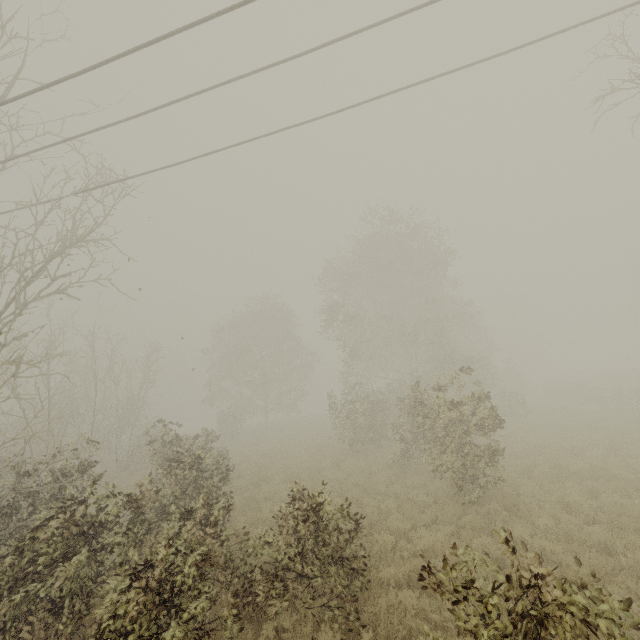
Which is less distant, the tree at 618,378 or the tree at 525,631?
the tree at 525,631

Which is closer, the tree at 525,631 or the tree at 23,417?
the tree at 525,631

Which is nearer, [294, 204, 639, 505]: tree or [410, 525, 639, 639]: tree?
[410, 525, 639, 639]: tree

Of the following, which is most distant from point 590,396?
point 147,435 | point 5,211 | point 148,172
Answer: point 5,211

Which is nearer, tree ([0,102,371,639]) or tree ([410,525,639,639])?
tree ([410,525,639,639])

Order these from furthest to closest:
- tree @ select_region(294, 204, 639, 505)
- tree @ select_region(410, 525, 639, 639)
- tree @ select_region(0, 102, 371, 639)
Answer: tree @ select_region(294, 204, 639, 505) → tree @ select_region(0, 102, 371, 639) → tree @ select_region(410, 525, 639, 639)
